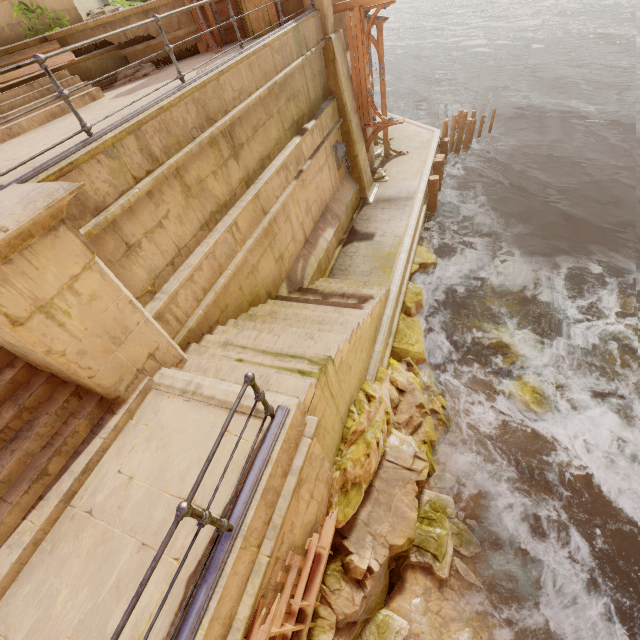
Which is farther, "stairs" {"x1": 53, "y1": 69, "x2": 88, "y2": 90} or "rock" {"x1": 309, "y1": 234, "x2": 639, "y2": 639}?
"stairs" {"x1": 53, "y1": 69, "x2": 88, "y2": 90}

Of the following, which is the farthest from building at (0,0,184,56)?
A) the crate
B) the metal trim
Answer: the crate

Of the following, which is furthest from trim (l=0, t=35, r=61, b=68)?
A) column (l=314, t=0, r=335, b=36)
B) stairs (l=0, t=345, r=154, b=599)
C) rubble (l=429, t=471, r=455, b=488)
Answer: rubble (l=429, t=471, r=455, b=488)

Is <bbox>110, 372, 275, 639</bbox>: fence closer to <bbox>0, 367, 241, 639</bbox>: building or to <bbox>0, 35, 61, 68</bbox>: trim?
<bbox>0, 367, 241, 639</bbox>: building

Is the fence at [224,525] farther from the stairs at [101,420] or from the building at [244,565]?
the stairs at [101,420]

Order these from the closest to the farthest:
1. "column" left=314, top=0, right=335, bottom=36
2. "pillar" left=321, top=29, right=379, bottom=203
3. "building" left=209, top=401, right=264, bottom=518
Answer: "building" left=209, top=401, right=264, bottom=518 → "column" left=314, top=0, right=335, bottom=36 → "pillar" left=321, top=29, right=379, bottom=203

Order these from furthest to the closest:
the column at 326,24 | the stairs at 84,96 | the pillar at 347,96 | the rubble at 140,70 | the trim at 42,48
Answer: the pillar at 347,96 < the column at 326,24 < the rubble at 140,70 < the trim at 42,48 < the stairs at 84,96

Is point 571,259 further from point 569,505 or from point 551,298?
point 569,505
